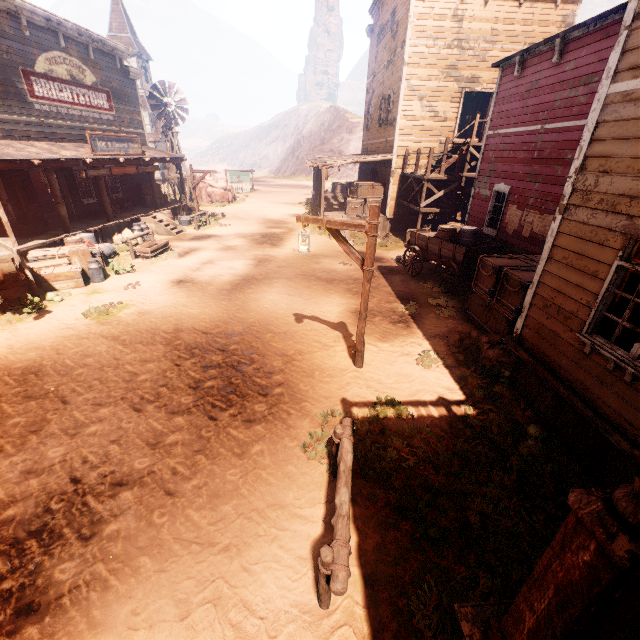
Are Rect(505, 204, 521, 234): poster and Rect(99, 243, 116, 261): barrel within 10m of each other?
no

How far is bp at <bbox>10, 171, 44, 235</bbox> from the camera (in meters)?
11.74

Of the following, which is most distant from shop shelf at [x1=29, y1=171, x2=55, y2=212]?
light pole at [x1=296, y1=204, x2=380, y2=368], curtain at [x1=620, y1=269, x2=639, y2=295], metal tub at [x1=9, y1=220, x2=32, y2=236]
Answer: light pole at [x1=296, y1=204, x2=380, y2=368]

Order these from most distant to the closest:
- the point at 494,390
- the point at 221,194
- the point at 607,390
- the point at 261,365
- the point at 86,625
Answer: the point at 221,194 → the point at 261,365 → the point at 494,390 → the point at 607,390 → the point at 86,625

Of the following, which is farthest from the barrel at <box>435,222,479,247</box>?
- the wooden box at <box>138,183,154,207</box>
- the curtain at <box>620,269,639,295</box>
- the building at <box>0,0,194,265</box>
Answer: the wooden box at <box>138,183,154,207</box>

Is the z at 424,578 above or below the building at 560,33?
below

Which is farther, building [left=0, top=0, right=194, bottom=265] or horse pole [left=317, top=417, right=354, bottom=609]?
building [left=0, top=0, right=194, bottom=265]

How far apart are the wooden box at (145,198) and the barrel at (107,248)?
6.4m
